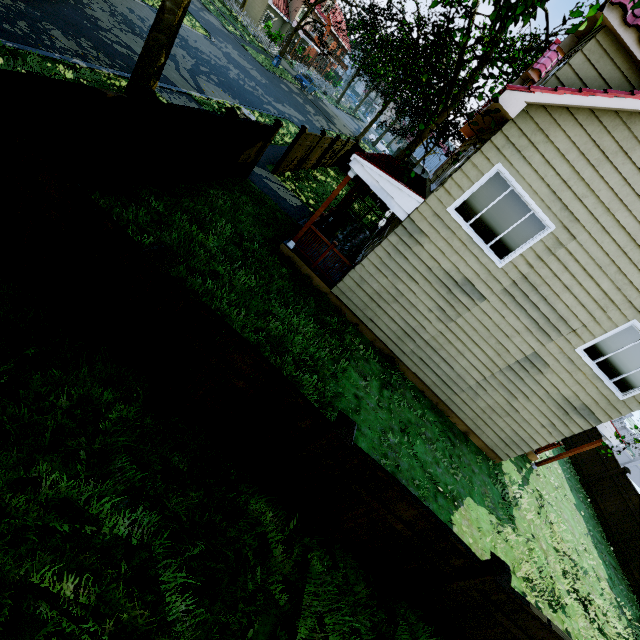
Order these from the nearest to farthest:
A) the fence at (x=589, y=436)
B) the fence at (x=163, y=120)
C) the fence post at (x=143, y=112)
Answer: the fence post at (x=143, y=112) → the fence at (x=163, y=120) → the fence at (x=589, y=436)

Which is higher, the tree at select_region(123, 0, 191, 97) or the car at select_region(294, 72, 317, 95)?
the tree at select_region(123, 0, 191, 97)

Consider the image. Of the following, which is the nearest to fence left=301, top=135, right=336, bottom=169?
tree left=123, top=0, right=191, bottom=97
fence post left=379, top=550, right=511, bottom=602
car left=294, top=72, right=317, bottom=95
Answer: fence post left=379, top=550, right=511, bottom=602

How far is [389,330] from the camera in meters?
9.6

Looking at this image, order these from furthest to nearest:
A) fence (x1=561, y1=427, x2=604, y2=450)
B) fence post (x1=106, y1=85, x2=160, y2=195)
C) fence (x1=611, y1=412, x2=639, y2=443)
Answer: fence (x1=611, y1=412, x2=639, y2=443) → fence (x1=561, y1=427, x2=604, y2=450) → fence post (x1=106, y1=85, x2=160, y2=195)

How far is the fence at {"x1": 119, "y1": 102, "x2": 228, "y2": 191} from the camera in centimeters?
623cm

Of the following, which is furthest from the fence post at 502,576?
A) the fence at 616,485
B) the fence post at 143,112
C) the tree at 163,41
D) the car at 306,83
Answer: the car at 306,83

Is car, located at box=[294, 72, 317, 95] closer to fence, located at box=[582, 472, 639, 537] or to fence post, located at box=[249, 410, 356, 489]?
fence post, located at box=[249, 410, 356, 489]
